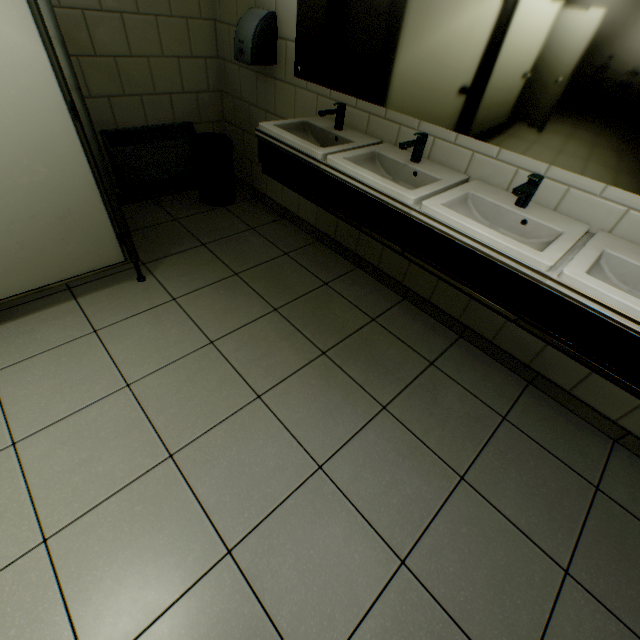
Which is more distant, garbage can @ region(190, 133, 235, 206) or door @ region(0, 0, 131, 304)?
garbage can @ region(190, 133, 235, 206)

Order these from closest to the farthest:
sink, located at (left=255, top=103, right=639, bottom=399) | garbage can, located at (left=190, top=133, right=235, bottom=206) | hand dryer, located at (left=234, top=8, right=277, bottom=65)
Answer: sink, located at (left=255, top=103, right=639, bottom=399), hand dryer, located at (left=234, top=8, right=277, bottom=65), garbage can, located at (left=190, top=133, right=235, bottom=206)

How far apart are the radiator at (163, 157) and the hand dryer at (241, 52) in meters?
0.8

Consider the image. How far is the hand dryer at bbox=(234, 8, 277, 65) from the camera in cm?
224

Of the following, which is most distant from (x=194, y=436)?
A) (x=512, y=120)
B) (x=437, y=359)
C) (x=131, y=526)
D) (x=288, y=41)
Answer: (x=288, y=41)

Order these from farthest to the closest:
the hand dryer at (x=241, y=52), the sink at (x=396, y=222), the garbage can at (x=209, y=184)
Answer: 1. the garbage can at (x=209, y=184)
2. the hand dryer at (x=241, y=52)
3. the sink at (x=396, y=222)

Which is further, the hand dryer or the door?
the hand dryer

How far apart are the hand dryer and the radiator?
0.8m
